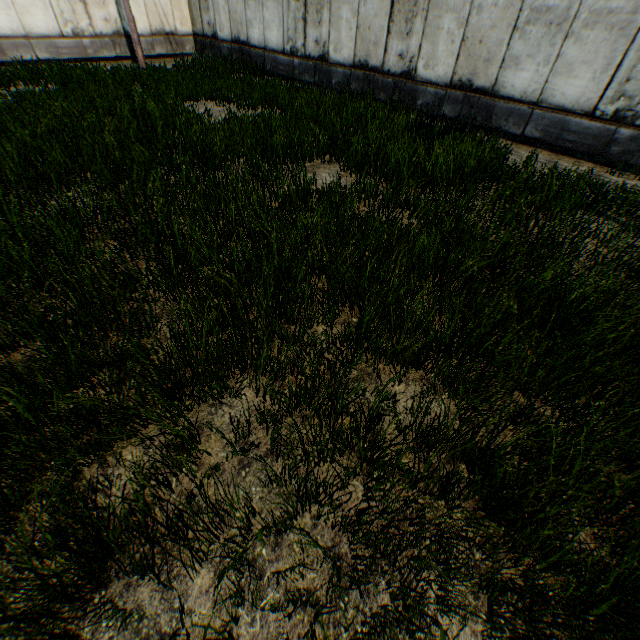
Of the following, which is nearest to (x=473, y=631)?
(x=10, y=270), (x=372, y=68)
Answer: (x=10, y=270)
